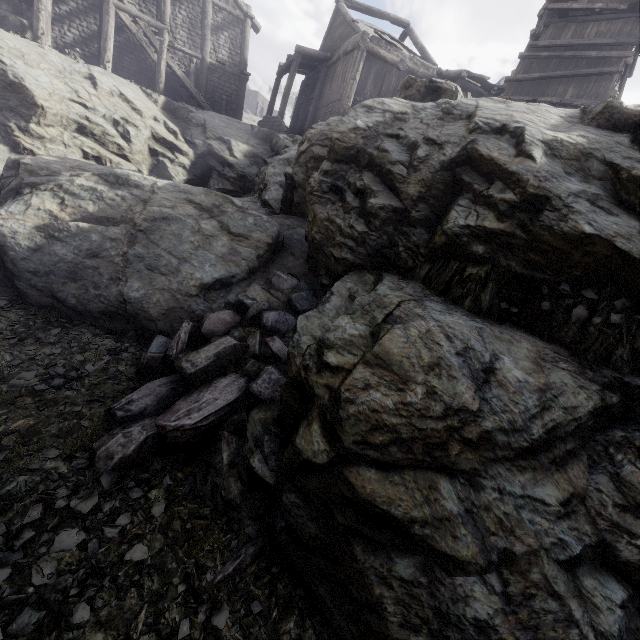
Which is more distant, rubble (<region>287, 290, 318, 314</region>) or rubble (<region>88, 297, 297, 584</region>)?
rubble (<region>287, 290, 318, 314</region>)

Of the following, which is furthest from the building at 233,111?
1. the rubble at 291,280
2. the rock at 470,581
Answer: the rubble at 291,280

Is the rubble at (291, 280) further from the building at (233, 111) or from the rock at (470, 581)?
the building at (233, 111)

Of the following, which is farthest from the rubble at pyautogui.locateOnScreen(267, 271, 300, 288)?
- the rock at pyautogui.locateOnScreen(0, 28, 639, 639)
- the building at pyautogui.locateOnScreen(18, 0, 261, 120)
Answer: the building at pyautogui.locateOnScreen(18, 0, 261, 120)

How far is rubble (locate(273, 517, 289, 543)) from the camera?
3.7m

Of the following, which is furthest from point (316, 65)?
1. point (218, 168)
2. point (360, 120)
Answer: point (360, 120)
